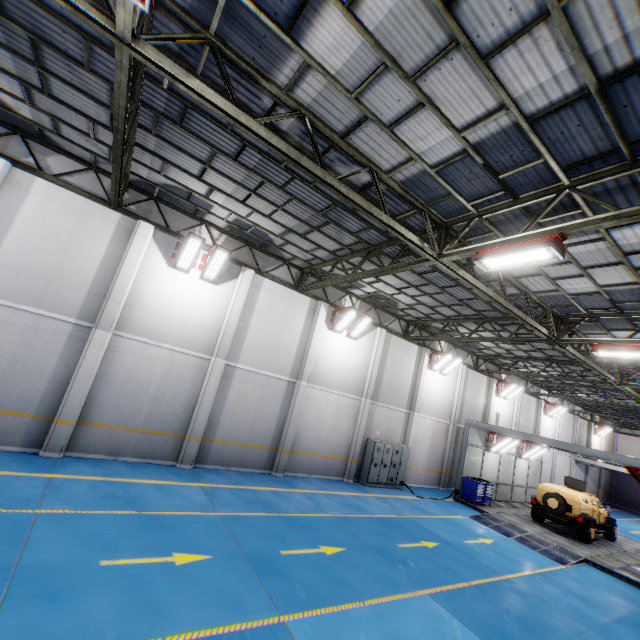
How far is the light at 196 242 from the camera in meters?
11.3

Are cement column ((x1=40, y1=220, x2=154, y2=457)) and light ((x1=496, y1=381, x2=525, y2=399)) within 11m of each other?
no

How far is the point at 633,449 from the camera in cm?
3656

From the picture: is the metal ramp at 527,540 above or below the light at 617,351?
below

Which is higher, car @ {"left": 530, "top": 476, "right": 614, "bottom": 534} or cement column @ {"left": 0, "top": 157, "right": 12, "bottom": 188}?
cement column @ {"left": 0, "top": 157, "right": 12, "bottom": 188}

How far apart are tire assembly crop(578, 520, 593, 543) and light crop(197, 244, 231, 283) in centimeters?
2052cm

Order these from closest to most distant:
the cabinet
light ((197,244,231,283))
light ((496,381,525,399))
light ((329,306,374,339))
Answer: light ((197,244,231,283))
light ((329,306,374,339))
the cabinet
light ((496,381,525,399))

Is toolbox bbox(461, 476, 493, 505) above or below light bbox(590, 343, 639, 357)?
below
